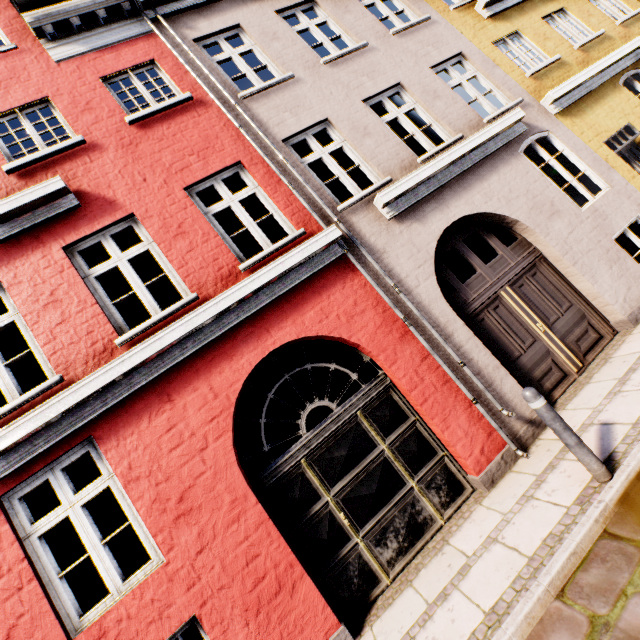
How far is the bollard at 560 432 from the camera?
3.2 meters

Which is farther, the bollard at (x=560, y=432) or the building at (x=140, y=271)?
the building at (x=140, y=271)

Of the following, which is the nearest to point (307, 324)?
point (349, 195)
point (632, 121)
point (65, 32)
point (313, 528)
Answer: point (313, 528)

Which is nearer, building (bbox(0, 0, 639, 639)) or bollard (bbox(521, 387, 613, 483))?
bollard (bbox(521, 387, 613, 483))

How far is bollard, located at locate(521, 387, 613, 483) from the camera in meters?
3.2
